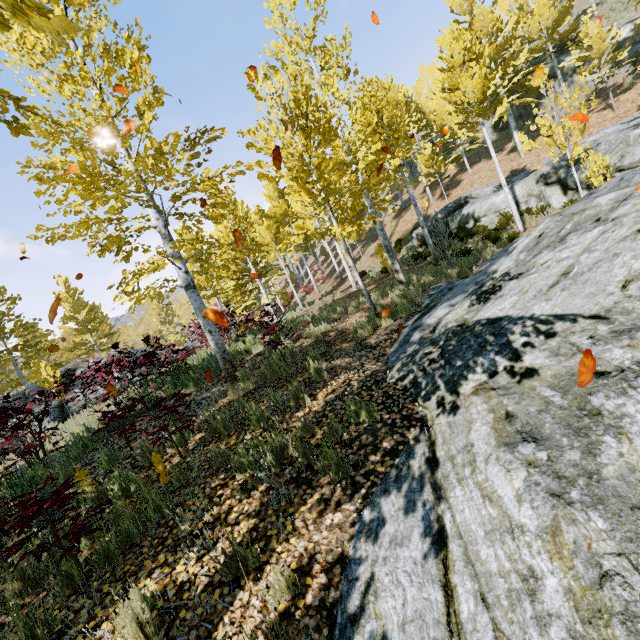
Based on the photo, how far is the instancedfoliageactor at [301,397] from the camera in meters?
4.9

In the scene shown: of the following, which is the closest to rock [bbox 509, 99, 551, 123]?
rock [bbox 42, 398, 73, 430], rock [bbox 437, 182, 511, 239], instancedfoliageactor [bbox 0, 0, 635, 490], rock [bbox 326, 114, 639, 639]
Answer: instancedfoliageactor [bbox 0, 0, 635, 490]

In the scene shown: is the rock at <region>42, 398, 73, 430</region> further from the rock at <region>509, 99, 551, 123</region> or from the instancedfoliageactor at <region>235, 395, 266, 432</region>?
the rock at <region>509, 99, 551, 123</region>

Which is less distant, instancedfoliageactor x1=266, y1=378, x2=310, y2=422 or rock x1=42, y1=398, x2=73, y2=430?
instancedfoliageactor x1=266, y1=378, x2=310, y2=422

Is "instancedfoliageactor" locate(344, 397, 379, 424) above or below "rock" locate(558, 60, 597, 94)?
below

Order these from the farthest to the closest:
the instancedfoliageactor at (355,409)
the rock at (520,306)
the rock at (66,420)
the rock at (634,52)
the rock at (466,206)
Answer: the rock at (634,52) → the rock at (466,206) → the rock at (66,420) → the instancedfoliageactor at (355,409) → the rock at (520,306)

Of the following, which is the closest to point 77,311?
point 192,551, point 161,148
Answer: point 161,148

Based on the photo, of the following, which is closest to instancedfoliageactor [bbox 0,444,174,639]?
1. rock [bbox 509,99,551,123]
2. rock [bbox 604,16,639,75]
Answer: rock [bbox 604,16,639,75]
